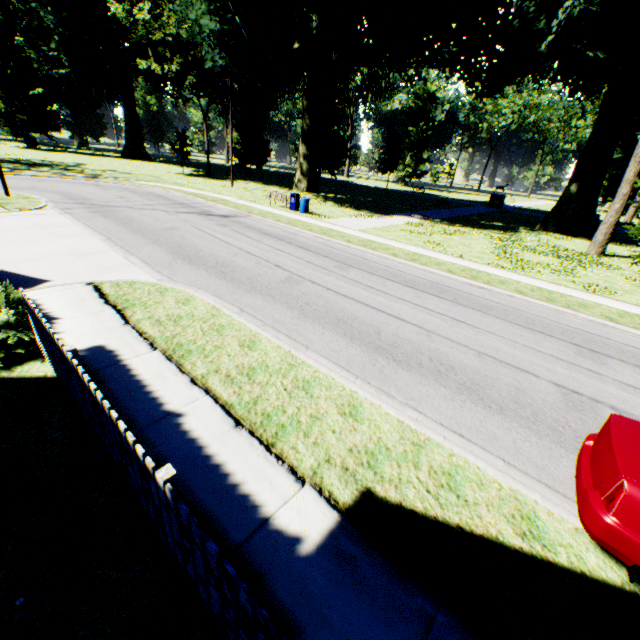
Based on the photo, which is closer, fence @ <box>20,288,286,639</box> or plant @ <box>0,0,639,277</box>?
fence @ <box>20,288,286,639</box>

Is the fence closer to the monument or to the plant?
the plant

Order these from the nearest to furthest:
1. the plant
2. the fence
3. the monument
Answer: the fence, the plant, the monument

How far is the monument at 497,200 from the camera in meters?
44.3

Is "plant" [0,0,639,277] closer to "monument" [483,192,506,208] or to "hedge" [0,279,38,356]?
"monument" [483,192,506,208]

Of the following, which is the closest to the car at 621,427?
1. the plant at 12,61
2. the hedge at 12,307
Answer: the hedge at 12,307

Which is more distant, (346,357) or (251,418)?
(346,357)

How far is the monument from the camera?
44.3m
